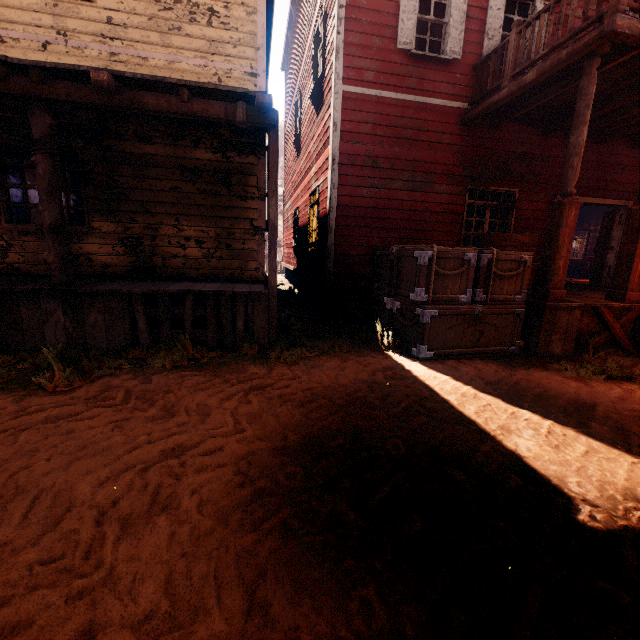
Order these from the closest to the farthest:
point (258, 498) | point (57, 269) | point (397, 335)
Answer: point (258, 498) < point (57, 269) < point (397, 335)

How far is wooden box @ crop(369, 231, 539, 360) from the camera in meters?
5.1

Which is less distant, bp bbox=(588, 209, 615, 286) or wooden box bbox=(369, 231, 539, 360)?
wooden box bbox=(369, 231, 539, 360)

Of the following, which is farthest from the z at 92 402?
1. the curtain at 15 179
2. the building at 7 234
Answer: the curtain at 15 179

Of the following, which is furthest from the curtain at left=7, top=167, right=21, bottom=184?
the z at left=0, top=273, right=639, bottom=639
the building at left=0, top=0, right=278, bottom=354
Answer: the z at left=0, top=273, right=639, bottom=639

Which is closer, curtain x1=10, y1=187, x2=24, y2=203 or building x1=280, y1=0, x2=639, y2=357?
building x1=280, y1=0, x2=639, y2=357

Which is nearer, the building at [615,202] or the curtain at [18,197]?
the building at [615,202]

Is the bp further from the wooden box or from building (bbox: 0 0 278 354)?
the wooden box
